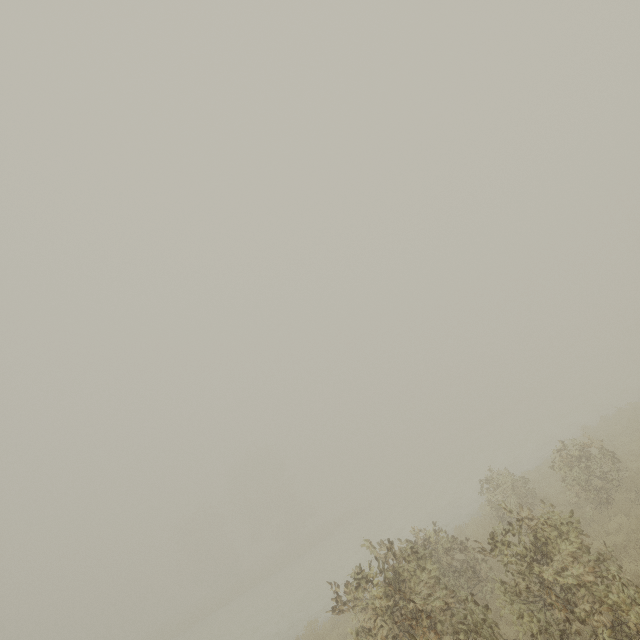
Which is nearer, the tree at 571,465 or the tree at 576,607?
the tree at 576,607

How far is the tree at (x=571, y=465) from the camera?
9.4m

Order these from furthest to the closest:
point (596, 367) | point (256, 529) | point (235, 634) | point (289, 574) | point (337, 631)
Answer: point (256, 529) → point (596, 367) → point (289, 574) → point (235, 634) → point (337, 631)

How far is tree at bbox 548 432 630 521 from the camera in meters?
9.4 m

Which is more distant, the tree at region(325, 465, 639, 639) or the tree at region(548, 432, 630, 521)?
the tree at region(548, 432, 630, 521)
